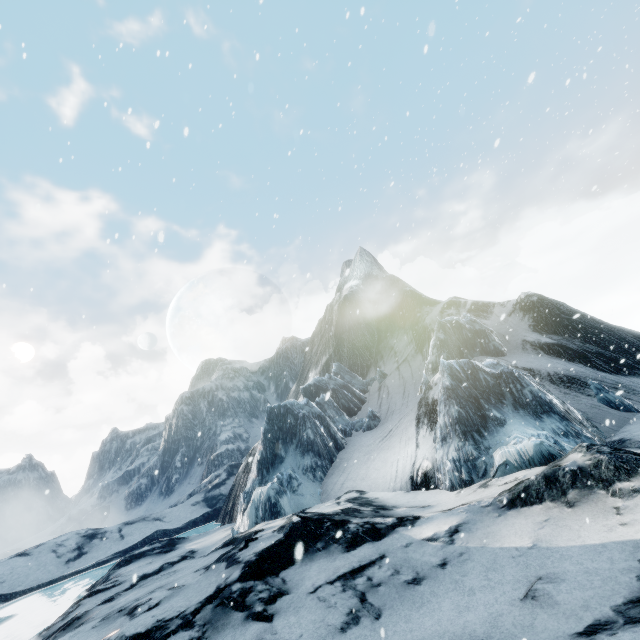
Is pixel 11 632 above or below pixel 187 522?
below
